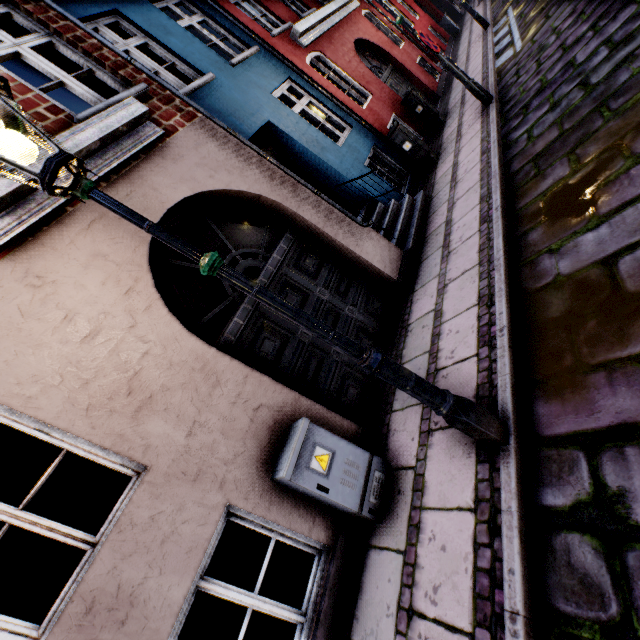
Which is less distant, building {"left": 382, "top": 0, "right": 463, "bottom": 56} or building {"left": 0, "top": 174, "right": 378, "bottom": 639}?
building {"left": 0, "top": 174, "right": 378, "bottom": 639}

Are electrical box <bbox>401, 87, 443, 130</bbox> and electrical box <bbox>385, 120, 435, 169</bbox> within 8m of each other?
yes

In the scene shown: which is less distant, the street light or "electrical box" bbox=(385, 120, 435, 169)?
the street light

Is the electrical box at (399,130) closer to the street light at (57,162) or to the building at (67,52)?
the building at (67,52)

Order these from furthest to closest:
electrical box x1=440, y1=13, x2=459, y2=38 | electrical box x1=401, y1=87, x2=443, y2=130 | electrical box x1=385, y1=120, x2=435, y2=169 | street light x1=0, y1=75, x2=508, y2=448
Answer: electrical box x1=440, y1=13, x2=459, y2=38 < electrical box x1=401, y1=87, x2=443, y2=130 < electrical box x1=385, y1=120, x2=435, y2=169 < street light x1=0, y1=75, x2=508, y2=448

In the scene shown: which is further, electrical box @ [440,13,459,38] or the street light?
electrical box @ [440,13,459,38]

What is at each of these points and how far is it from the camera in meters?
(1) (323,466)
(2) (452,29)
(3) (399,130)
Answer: (1) electrical box, 2.9 m
(2) electrical box, 16.2 m
(3) electrical box, 7.5 m

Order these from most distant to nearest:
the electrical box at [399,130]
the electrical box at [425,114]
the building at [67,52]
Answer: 1. the electrical box at [425,114]
2. the electrical box at [399,130]
3. the building at [67,52]
